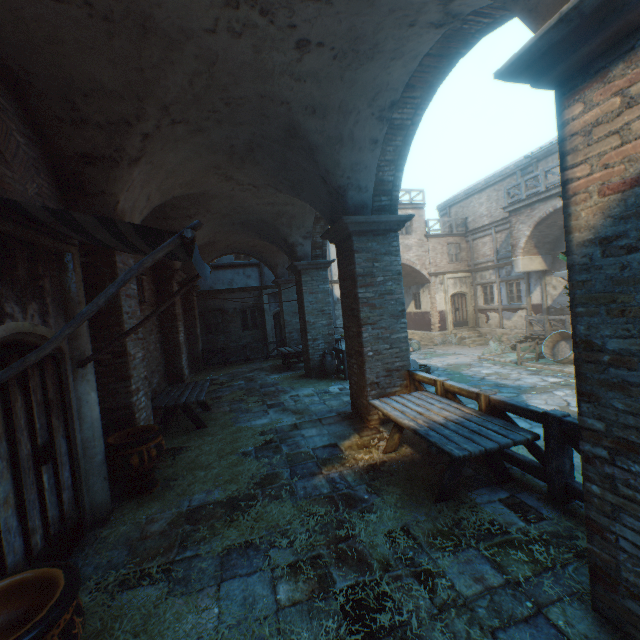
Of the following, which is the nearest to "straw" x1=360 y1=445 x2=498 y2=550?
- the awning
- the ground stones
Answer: the awning

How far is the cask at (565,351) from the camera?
13.15m

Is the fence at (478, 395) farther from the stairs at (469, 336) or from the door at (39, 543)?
the stairs at (469, 336)

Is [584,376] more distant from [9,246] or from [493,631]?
[9,246]

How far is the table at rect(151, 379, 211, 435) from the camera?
6.7 meters

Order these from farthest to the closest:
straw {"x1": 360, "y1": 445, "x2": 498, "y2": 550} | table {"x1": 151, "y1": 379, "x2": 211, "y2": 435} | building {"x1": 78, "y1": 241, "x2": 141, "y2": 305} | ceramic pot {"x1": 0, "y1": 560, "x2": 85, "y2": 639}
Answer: table {"x1": 151, "y1": 379, "x2": 211, "y2": 435} → building {"x1": 78, "y1": 241, "x2": 141, "y2": 305} → straw {"x1": 360, "y1": 445, "x2": 498, "y2": 550} → ceramic pot {"x1": 0, "y1": 560, "x2": 85, "y2": 639}

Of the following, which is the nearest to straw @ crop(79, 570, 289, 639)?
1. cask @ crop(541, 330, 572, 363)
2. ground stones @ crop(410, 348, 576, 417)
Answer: ground stones @ crop(410, 348, 576, 417)

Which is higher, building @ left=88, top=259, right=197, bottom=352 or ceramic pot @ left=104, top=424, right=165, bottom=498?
building @ left=88, top=259, right=197, bottom=352
